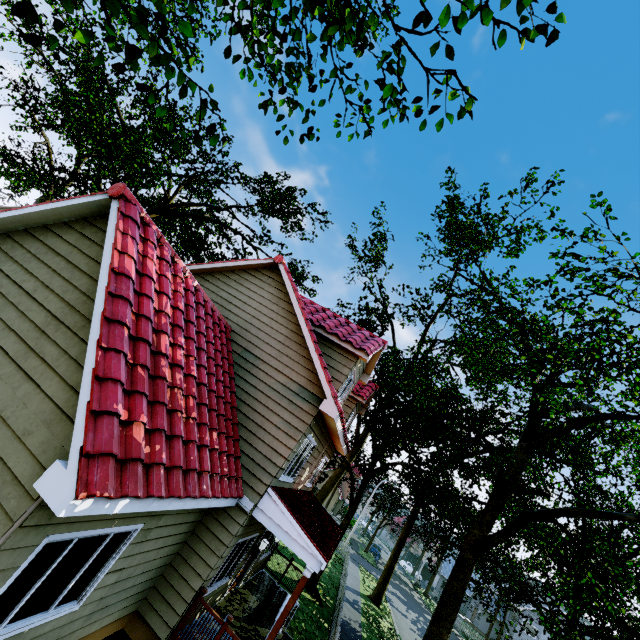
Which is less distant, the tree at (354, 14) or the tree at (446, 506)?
the tree at (354, 14)

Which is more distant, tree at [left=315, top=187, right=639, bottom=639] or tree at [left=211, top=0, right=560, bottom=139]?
tree at [left=315, top=187, right=639, bottom=639]

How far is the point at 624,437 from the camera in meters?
22.1
